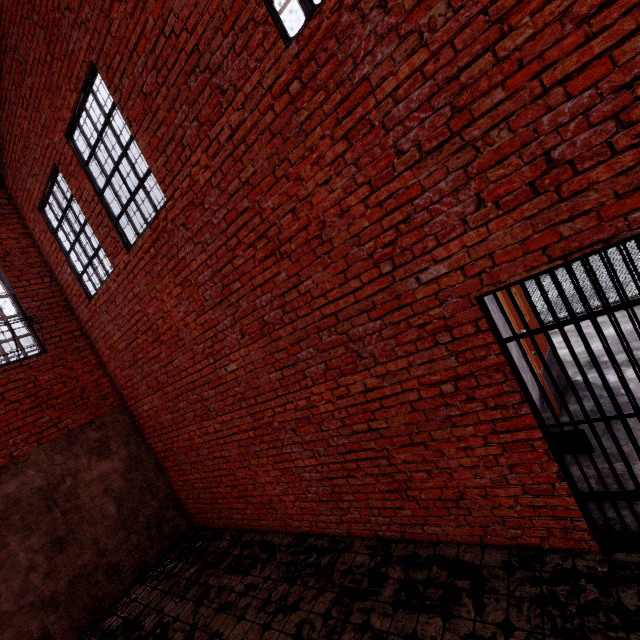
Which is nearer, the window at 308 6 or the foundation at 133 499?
the window at 308 6

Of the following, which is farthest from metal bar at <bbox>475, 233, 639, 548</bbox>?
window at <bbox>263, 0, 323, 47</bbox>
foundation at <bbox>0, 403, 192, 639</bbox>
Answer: foundation at <bbox>0, 403, 192, 639</bbox>

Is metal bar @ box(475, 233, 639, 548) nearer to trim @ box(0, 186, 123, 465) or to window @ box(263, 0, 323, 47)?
window @ box(263, 0, 323, 47)

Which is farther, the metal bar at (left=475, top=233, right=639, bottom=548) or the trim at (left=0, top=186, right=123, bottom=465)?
the trim at (left=0, top=186, right=123, bottom=465)

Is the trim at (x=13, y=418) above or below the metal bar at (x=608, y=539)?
above

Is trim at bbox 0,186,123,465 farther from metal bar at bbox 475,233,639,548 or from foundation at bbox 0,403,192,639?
metal bar at bbox 475,233,639,548

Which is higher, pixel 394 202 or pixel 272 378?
pixel 394 202

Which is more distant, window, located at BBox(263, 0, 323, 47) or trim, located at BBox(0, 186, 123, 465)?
trim, located at BBox(0, 186, 123, 465)
